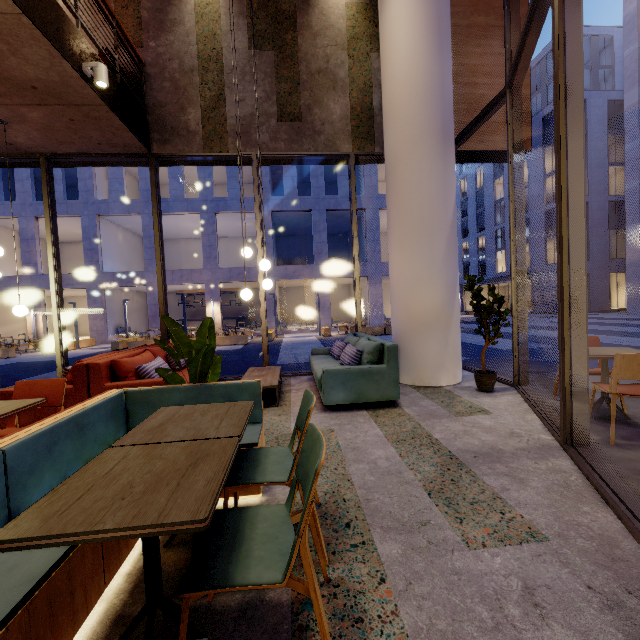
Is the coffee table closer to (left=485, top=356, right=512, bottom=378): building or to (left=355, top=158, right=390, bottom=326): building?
(left=485, top=356, right=512, bottom=378): building

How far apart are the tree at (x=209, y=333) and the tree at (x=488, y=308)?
3.73m

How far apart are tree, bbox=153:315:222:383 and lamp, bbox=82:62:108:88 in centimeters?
367cm

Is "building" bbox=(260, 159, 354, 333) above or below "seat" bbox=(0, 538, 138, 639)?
above

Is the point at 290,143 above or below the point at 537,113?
below

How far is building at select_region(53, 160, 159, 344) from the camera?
22.0m

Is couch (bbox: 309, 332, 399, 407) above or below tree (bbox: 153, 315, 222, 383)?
below

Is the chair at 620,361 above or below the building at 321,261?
below
